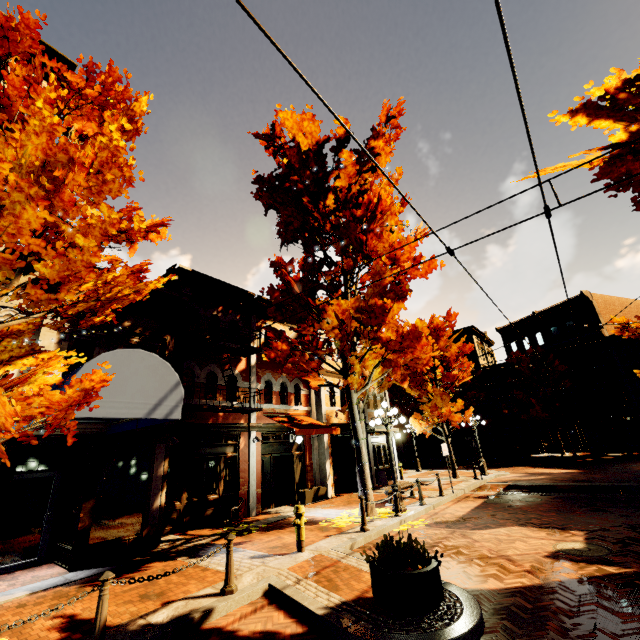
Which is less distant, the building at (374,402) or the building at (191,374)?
the building at (191,374)

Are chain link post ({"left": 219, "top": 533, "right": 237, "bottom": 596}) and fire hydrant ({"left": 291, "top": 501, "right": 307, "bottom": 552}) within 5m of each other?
yes

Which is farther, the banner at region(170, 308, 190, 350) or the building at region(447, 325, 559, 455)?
the building at region(447, 325, 559, 455)

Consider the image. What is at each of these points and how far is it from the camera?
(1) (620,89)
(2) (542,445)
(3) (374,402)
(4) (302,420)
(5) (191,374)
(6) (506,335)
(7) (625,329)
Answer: (1) tree, 6.7 meters
(2) building, 32.6 meters
(3) building, 21.3 meters
(4) awning, 15.2 meters
(5) building, 12.4 meters
(6) building, 38.9 meters
(7) tree, 24.1 meters

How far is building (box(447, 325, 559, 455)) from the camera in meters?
33.0

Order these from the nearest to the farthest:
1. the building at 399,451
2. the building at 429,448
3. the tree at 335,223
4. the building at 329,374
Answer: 1. the tree at 335,223
2. the building at 329,374
3. the building at 399,451
4. the building at 429,448

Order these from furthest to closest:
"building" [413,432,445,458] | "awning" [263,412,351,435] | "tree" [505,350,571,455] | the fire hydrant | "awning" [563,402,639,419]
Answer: "building" [413,432,445,458], "tree" [505,350,571,455], "awning" [563,402,639,419], "awning" [263,412,351,435], the fire hydrant
